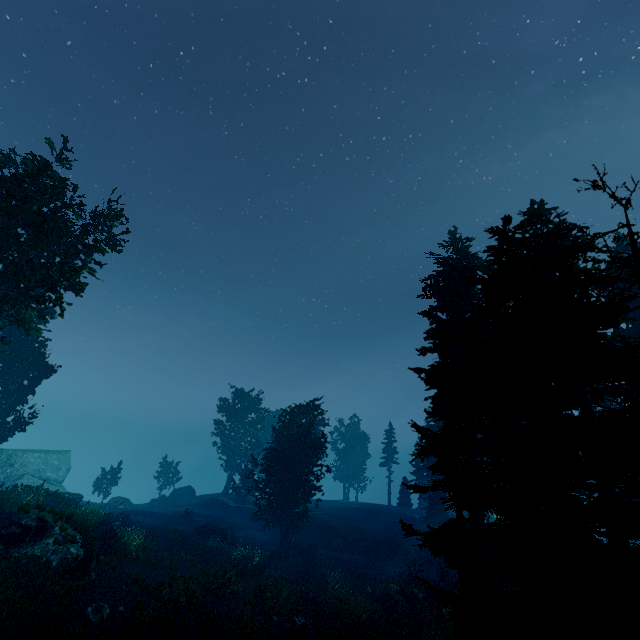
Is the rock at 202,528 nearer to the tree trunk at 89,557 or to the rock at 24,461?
the tree trunk at 89,557

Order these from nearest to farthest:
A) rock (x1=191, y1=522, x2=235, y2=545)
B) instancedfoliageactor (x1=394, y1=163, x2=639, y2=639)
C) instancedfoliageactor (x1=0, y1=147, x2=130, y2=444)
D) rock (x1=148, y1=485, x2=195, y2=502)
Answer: instancedfoliageactor (x1=394, y1=163, x2=639, y2=639)
instancedfoliageactor (x1=0, y1=147, x2=130, y2=444)
rock (x1=191, y1=522, x2=235, y2=545)
rock (x1=148, y1=485, x2=195, y2=502)

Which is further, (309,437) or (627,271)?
(309,437)

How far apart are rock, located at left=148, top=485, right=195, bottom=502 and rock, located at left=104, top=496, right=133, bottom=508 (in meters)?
7.77

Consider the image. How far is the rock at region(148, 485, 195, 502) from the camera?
44.97m

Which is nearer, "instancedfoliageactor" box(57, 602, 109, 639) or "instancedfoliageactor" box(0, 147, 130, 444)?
"instancedfoliageactor" box(57, 602, 109, 639)

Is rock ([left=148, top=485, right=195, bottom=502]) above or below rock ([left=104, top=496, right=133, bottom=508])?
above

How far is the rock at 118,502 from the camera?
35.7m
